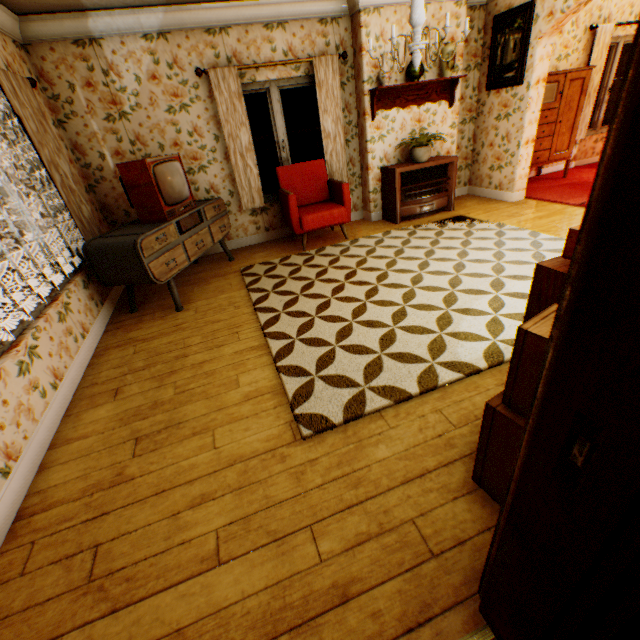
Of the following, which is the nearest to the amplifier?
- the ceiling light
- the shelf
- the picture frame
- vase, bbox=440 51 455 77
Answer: the ceiling light

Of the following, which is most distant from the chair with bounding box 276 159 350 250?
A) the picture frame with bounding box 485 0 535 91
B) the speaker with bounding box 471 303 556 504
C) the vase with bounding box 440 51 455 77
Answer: the speaker with bounding box 471 303 556 504

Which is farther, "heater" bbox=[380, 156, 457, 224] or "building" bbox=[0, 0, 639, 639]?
"heater" bbox=[380, 156, 457, 224]

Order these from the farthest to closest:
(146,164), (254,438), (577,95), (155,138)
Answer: (577,95)
(155,138)
(146,164)
(254,438)

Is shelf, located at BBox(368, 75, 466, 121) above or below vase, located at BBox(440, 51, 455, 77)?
below

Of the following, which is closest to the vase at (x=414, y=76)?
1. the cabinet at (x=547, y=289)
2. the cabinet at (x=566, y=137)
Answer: the cabinet at (x=566, y=137)

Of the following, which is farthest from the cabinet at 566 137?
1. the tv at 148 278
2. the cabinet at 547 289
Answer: the tv at 148 278

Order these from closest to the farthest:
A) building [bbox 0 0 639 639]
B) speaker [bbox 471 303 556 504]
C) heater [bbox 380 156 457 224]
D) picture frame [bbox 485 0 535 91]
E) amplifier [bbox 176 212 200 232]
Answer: building [bbox 0 0 639 639] → speaker [bbox 471 303 556 504] → amplifier [bbox 176 212 200 232] → picture frame [bbox 485 0 535 91] → heater [bbox 380 156 457 224]
